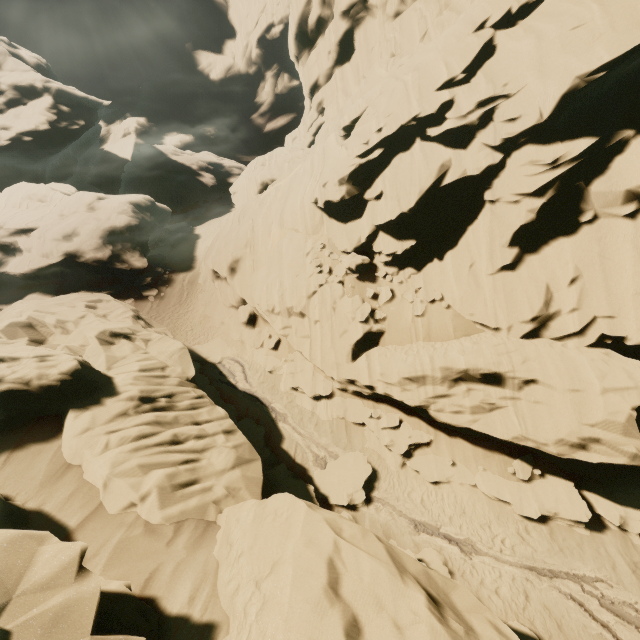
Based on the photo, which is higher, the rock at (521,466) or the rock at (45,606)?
the rock at (45,606)

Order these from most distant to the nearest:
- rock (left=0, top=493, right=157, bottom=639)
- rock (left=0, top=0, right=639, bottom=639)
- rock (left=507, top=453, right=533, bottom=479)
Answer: rock (left=507, top=453, right=533, bottom=479) → rock (left=0, top=0, right=639, bottom=639) → rock (left=0, top=493, right=157, bottom=639)

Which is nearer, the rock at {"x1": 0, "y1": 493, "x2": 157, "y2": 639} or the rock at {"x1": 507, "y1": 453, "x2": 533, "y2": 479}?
the rock at {"x1": 0, "y1": 493, "x2": 157, "y2": 639}

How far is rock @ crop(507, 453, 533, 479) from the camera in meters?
13.1 m

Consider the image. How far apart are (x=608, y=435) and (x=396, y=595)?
9.6m

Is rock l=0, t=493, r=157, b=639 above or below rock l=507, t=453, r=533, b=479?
above

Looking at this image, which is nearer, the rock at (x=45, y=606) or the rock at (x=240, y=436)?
the rock at (x=45, y=606)
